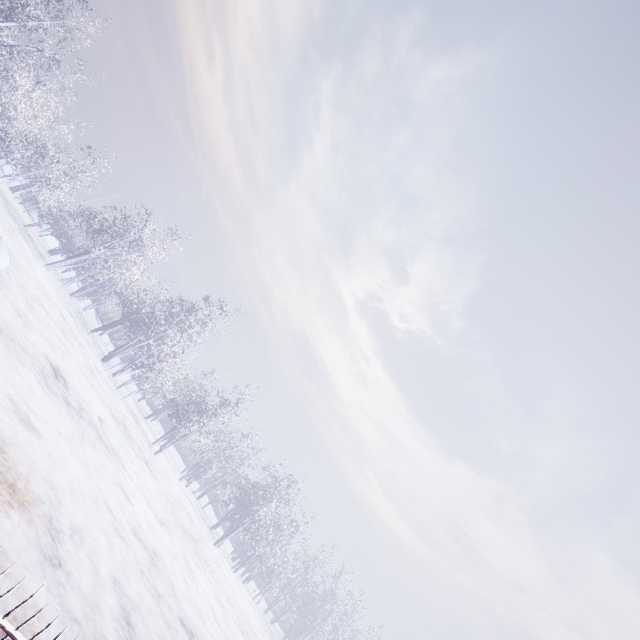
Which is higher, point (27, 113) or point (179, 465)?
point (27, 113)
